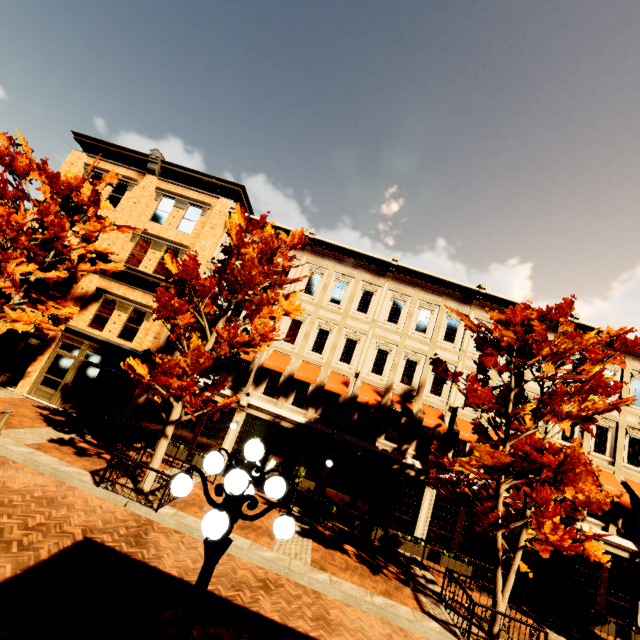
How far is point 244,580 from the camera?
8.0 meters

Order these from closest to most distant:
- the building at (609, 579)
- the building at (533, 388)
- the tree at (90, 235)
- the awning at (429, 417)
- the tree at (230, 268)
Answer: the tree at (230, 268) < the tree at (90, 235) < the building at (609, 579) < the awning at (429, 417) < the building at (533, 388)

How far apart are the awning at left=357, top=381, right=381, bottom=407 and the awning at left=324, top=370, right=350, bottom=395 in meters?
0.6 m

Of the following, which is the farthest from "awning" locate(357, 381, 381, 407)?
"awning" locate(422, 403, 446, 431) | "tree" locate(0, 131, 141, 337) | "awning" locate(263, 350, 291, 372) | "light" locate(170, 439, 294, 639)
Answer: "tree" locate(0, 131, 141, 337)

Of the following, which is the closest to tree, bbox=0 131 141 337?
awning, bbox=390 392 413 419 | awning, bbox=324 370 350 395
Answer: awning, bbox=324 370 350 395

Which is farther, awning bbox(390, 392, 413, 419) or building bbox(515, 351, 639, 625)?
awning bbox(390, 392, 413, 419)

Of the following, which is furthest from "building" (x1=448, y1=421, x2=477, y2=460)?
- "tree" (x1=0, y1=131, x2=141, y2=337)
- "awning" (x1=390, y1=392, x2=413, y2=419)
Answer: "tree" (x1=0, y1=131, x2=141, y2=337)

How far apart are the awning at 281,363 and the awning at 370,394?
3.82m
